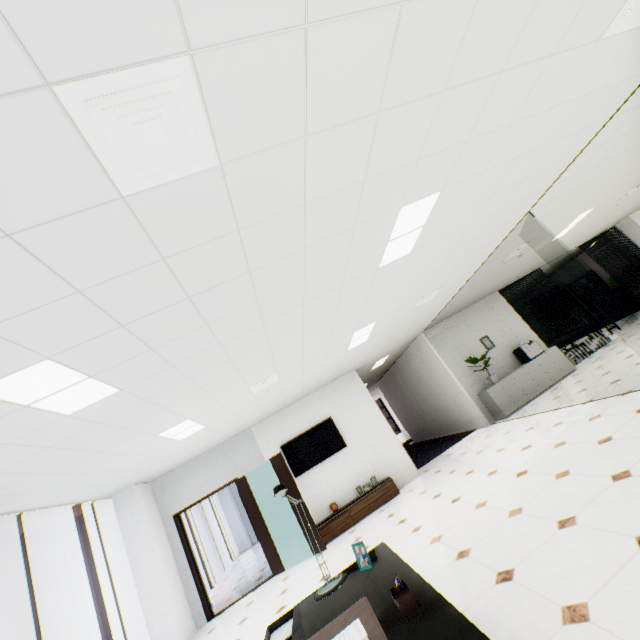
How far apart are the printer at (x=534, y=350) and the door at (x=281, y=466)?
6.98m

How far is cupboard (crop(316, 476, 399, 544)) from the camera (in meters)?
6.79

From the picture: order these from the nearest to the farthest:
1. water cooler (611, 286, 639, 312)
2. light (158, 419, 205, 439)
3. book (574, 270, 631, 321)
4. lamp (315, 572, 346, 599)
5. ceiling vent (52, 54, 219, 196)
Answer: ceiling vent (52, 54, 219, 196) < lamp (315, 572, 346, 599) < light (158, 419, 205, 439) < water cooler (611, 286, 639, 312) < book (574, 270, 631, 321)

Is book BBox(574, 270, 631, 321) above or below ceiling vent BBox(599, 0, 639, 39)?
below

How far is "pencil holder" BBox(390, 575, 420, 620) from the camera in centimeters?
144cm

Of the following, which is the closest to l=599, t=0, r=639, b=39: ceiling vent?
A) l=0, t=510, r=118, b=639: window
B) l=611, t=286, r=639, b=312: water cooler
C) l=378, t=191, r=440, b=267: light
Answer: l=378, t=191, r=440, b=267: light

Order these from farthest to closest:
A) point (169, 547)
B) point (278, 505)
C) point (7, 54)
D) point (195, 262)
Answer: point (278, 505)
point (169, 547)
point (195, 262)
point (7, 54)

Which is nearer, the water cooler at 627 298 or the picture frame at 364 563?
the picture frame at 364 563
